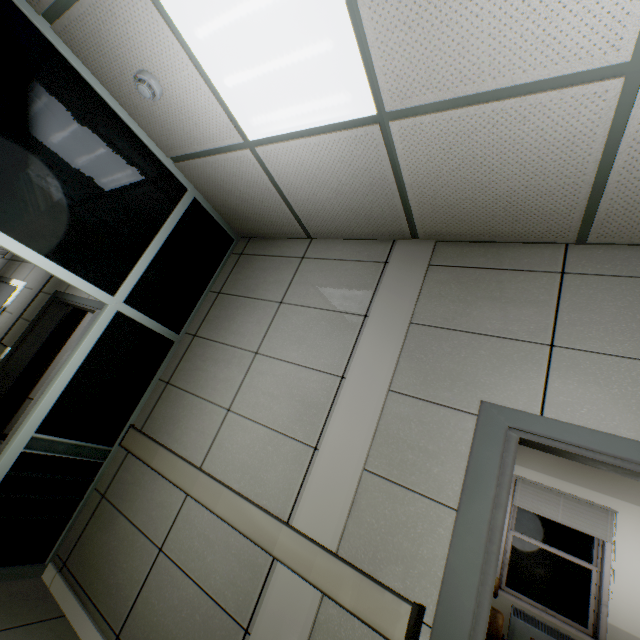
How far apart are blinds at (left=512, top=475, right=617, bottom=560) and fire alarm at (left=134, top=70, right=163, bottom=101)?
6.9 meters

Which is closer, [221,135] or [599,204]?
[599,204]

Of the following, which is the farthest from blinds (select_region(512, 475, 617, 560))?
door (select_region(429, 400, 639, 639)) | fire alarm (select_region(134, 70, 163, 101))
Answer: fire alarm (select_region(134, 70, 163, 101))

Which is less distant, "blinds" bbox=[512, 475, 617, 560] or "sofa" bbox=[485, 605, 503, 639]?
"sofa" bbox=[485, 605, 503, 639]

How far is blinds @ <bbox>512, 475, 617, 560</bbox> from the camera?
4.77m

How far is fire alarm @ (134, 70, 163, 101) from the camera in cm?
202

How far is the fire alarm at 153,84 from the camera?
2.0m

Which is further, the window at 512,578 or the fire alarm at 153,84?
the window at 512,578
